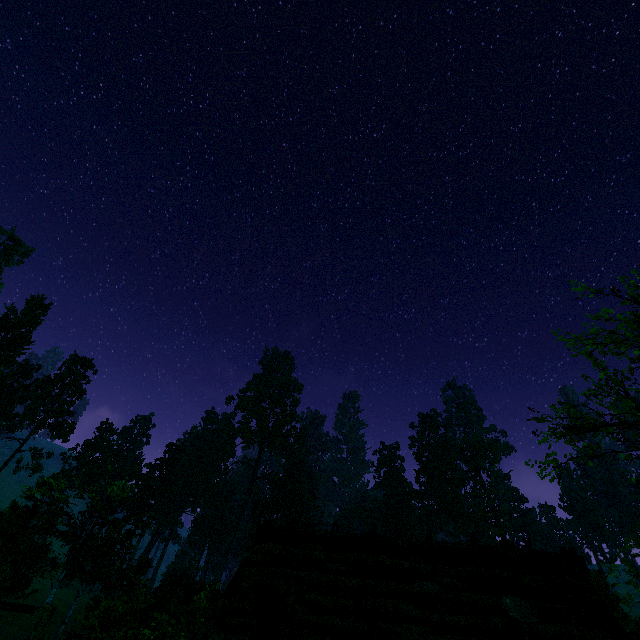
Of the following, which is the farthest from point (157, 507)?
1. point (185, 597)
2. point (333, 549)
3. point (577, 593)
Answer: point (577, 593)

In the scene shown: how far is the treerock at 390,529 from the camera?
58.1m

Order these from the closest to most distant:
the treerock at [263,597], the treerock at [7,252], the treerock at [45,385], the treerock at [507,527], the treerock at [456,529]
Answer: the treerock at [263,597], the treerock at [45,385], the treerock at [7,252], the treerock at [456,529], the treerock at [507,527]

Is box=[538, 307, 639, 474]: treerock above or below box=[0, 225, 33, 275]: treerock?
Answer: below

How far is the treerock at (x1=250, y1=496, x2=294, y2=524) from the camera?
56.4 meters

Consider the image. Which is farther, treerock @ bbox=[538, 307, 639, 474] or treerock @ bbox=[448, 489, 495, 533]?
treerock @ bbox=[448, 489, 495, 533]
